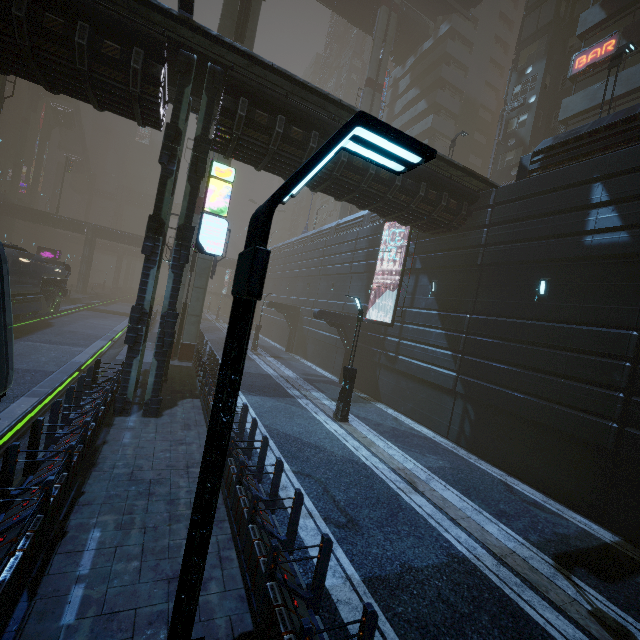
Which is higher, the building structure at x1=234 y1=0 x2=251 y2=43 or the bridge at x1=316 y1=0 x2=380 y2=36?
the bridge at x1=316 y1=0 x2=380 y2=36

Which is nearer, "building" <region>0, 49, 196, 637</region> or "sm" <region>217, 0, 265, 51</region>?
"building" <region>0, 49, 196, 637</region>

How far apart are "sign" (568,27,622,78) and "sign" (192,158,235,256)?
25.5 meters

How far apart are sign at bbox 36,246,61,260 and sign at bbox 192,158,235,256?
39.8m

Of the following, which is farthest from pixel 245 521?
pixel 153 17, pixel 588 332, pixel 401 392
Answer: pixel 401 392

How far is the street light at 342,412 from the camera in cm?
1434

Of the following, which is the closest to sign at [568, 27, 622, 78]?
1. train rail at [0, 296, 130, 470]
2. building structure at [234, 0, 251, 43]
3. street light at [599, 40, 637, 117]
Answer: street light at [599, 40, 637, 117]

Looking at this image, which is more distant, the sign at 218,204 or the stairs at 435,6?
the stairs at 435,6
